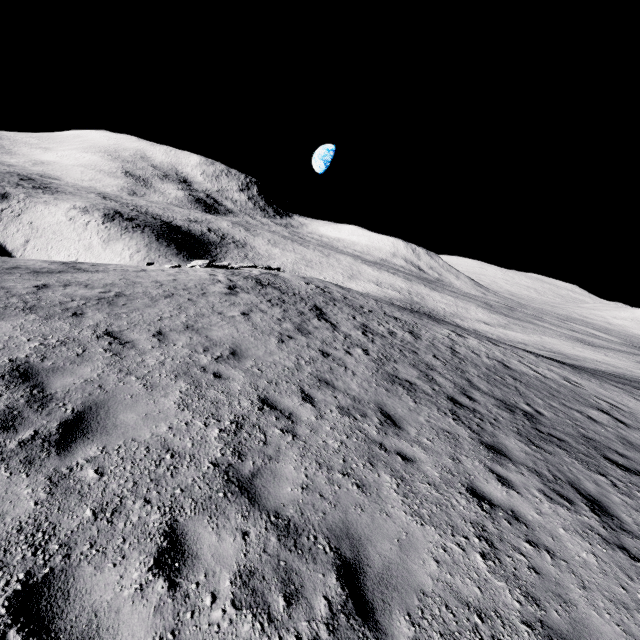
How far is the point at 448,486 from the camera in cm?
548
